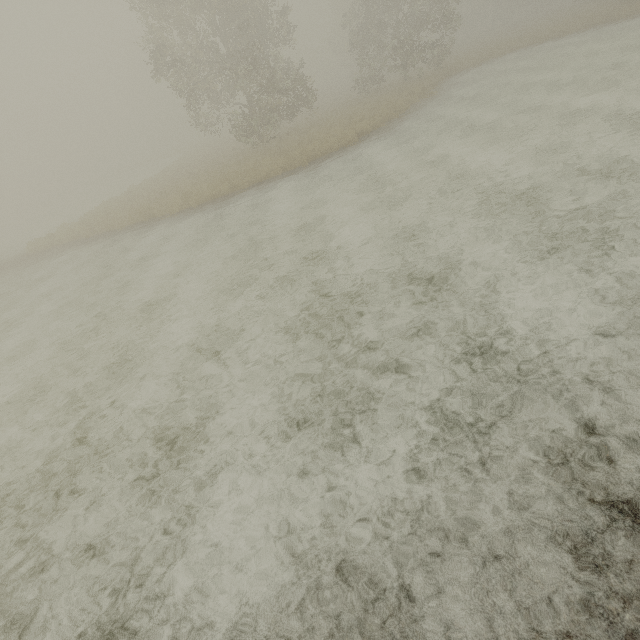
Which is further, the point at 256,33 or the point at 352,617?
the point at 256,33
